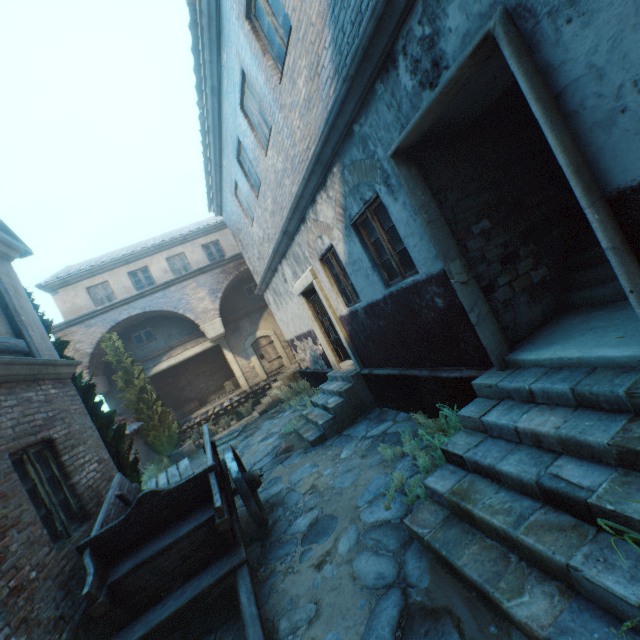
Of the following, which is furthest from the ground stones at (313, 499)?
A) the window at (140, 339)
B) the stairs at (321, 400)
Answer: the window at (140, 339)

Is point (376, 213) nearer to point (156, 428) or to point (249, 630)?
point (249, 630)

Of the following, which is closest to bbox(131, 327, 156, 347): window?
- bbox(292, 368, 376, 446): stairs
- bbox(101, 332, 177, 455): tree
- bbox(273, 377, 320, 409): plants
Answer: bbox(101, 332, 177, 455): tree

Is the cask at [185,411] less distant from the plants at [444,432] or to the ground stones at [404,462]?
the ground stones at [404,462]

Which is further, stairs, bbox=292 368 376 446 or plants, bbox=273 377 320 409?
plants, bbox=273 377 320 409

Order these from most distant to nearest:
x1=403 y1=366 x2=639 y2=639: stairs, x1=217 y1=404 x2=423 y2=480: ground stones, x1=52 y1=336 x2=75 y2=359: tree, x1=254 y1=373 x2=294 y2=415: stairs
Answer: x1=254 y1=373 x2=294 y2=415: stairs
x1=52 y1=336 x2=75 y2=359: tree
x1=217 y1=404 x2=423 y2=480: ground stones
x1=403 y1=366 x2=639 y2=639: stairs

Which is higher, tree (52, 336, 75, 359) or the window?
the window

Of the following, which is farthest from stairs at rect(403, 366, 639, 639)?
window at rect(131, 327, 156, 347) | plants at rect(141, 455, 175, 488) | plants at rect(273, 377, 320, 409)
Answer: window at rect(131, 327, 156, 347)
